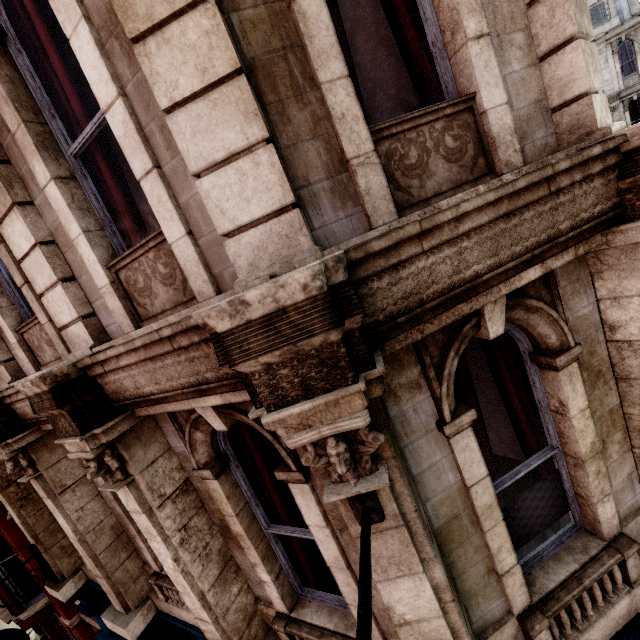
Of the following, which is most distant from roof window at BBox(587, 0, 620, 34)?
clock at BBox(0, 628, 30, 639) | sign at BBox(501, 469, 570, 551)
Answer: clock at BBox(0, 628, 30, 639)

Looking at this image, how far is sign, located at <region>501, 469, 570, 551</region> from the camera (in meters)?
2.91

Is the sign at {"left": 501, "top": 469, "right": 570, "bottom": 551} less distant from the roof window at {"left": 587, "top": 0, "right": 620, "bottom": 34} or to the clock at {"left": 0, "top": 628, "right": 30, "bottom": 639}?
the clock at {"left": 0, "top": 628, "right": 30, "bottom": 639}

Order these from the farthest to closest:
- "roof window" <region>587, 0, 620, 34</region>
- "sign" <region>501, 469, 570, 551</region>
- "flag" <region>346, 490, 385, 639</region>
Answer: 1. "roof window" <region>587, 0, 620, 34</region>
2. "sign" <region>501, 469, 570, 551</region>
3. "flag" <region>346, 490, 385, 639</region>

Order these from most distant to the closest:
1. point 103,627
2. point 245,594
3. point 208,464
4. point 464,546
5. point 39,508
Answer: point 103,627, point 39,508, point 245,594, point 208,464, point 464,546

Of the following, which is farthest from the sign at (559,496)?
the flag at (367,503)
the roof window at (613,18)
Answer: the roof window at (613,18)

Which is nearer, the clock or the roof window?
the clock

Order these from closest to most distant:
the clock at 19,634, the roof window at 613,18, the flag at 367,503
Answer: the flag at 367,503
the clock at 19,634
the roof window at 613,18
